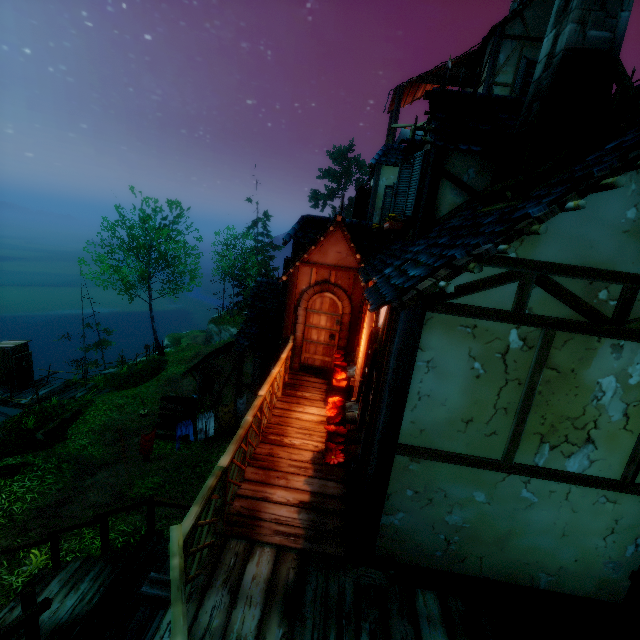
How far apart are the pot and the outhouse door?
21.0m

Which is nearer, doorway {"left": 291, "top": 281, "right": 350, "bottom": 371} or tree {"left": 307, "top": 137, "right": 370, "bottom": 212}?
doorway {"left": 291, "top": 281, "right": 350, "bottom": 371}

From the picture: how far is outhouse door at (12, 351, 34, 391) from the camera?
17.69m

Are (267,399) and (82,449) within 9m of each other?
no

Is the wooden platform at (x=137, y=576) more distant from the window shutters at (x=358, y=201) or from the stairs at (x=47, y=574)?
the window shutters at (x=358, y=201)

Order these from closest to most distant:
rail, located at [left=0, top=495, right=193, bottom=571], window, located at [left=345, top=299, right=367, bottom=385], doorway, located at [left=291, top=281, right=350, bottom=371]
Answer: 1. rail, located at [left=0, top=495, right=193, bottom=571]
2. window, located at [left=345, top=299, right=367, bottom=385]
3. doorway, located at [left=291, top=281, right=350, bottom=371]

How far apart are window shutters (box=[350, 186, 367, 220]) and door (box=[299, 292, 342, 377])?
6.9m

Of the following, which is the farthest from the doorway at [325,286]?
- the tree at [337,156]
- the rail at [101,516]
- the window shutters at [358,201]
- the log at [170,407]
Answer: the tree at [337,156]
